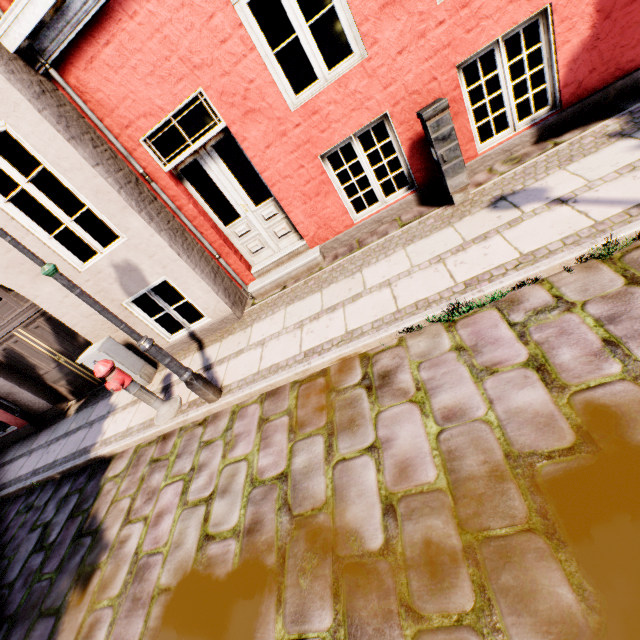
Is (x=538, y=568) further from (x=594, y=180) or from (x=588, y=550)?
(x=594, y=180)

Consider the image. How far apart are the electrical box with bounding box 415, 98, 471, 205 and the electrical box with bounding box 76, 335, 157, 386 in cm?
579

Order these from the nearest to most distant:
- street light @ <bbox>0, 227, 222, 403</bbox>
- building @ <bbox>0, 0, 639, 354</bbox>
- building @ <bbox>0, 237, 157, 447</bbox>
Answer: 1. street light @ <bbox>0, 227, 222, 403</bbox>
2. building @ <bbox>0, 0, 639, 354</bbox>
3. building @ <bbox>0, 237, 157, 447</bbox>

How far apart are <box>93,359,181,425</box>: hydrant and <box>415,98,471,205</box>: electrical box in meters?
4.9 m

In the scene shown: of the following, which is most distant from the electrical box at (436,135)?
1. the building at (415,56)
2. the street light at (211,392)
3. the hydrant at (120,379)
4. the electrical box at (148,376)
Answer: the electrical box at (148,376)

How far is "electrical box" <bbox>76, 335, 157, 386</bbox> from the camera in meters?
5.3 m

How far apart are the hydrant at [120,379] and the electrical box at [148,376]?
1.1 meters

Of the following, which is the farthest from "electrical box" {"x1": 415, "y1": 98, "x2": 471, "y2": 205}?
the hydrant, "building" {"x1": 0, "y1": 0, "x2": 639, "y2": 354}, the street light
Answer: the hydrant
